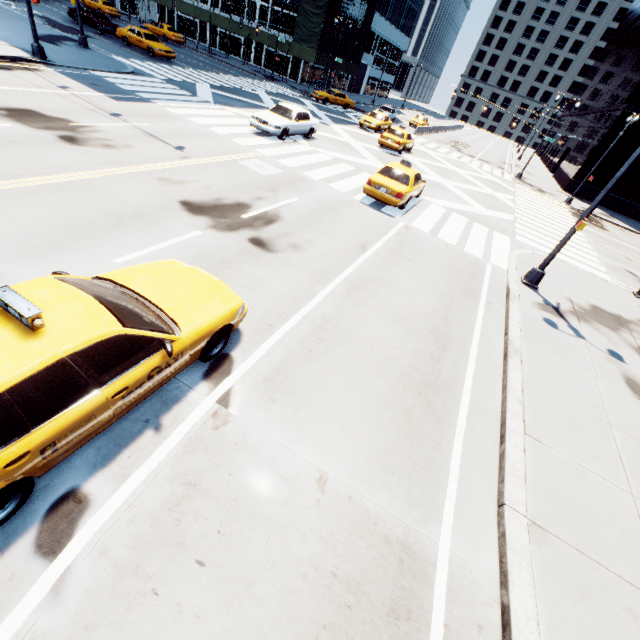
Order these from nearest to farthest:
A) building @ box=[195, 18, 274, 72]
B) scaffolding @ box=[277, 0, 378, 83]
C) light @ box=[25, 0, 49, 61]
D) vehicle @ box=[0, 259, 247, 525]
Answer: vehicle @ box=[0, 259, 247, 525] < light @ box=[25, 0, 49, 61] < scaffolding @ box=[277, 0, 378, 83] < building @ box=[195, 18, 274, 72]

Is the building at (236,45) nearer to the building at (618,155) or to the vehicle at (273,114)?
the vehicle at (273,114)

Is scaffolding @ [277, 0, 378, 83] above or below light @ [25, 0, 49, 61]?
above

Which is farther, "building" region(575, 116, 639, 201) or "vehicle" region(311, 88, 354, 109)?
"vehicle" region(311, 88, 354, 109)

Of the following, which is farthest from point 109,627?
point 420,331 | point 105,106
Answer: point 105,106

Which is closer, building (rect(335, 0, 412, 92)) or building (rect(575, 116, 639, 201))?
building (rect(575, 116, 639, 201))

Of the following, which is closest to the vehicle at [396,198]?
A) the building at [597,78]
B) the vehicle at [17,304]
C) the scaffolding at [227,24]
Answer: the vehicle at [17,304]

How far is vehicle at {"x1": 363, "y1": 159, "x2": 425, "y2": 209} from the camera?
13.1 meters
